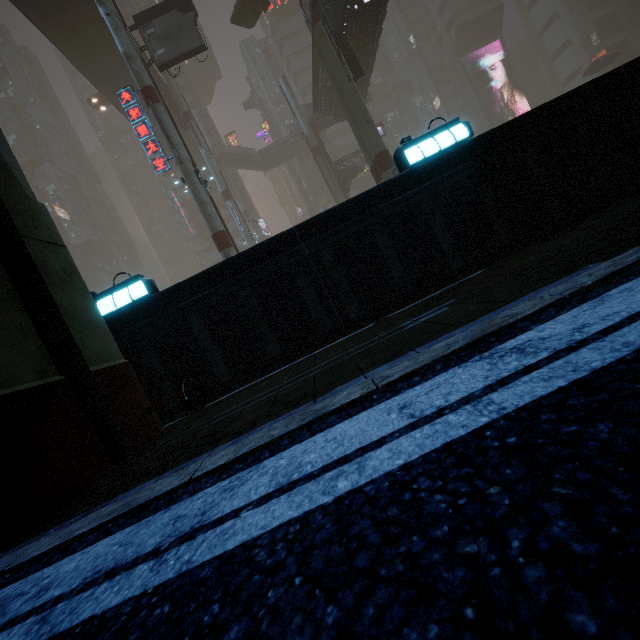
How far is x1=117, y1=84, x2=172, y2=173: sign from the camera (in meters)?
18.53

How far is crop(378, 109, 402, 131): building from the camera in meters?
58.5 m

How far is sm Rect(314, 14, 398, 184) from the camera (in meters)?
18.02

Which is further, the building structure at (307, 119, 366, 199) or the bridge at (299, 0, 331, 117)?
the building structure at (307, 119, 366, 199)

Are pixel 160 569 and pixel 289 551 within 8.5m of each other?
yes

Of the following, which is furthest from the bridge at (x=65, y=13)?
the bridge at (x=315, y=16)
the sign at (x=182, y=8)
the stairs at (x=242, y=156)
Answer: the bridge at (x=315, y=16)

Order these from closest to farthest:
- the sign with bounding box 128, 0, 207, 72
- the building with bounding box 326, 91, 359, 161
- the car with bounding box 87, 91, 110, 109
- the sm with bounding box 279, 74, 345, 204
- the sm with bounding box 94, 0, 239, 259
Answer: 1. the sm with bounding box 94, 0, 239, 259
2. the sign with bounding box 128, 0, 207, 72
3. the building with bounding box 326, 91, 359, 161
4. the sm with bounding box 279, 74, 345, 204
5. the car with bounding box 87, 91, 110, 109

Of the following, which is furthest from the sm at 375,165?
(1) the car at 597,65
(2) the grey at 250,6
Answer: (1) the car at 597,65
